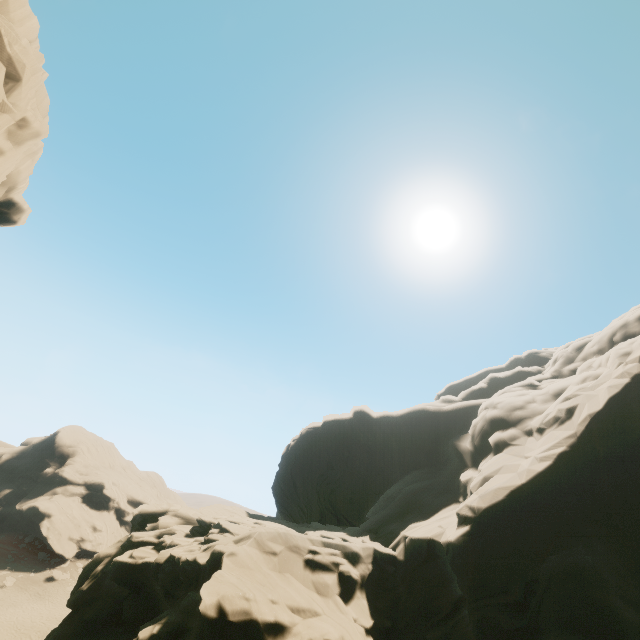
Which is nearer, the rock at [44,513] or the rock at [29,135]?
the rock at [44,513]

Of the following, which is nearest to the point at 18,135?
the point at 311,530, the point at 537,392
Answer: the point at 311,530

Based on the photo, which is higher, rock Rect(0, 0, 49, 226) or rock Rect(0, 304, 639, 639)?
rock Rect(0, 0, 49, 226)

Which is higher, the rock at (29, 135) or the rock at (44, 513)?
the rock at (29, 135)

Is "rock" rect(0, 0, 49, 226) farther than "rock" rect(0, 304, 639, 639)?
Yes
